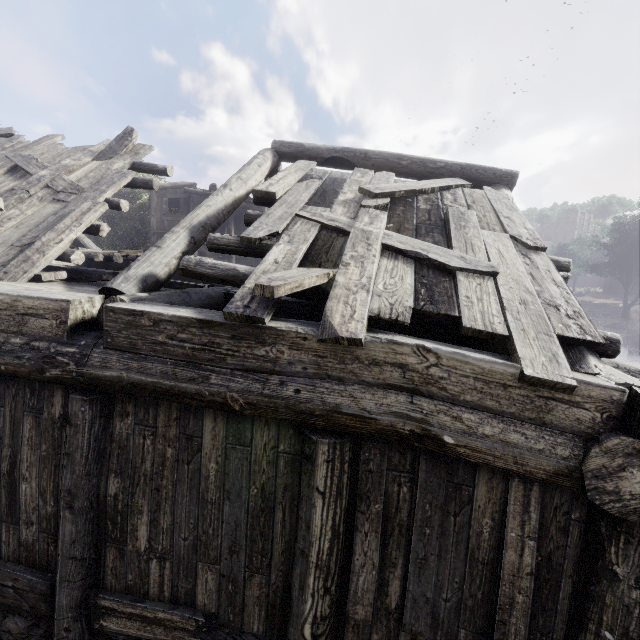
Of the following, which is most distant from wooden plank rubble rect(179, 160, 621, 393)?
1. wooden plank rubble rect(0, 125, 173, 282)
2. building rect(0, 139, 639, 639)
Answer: wooden plank rubble rect(0, 125, 173, 282)

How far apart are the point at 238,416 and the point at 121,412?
1.2 meters

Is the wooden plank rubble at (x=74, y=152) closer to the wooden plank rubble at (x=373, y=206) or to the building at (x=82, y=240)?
the building at (x=82, y=240)

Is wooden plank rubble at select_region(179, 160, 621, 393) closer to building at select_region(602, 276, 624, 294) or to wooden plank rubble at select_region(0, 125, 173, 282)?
building at select_region(602, 276, 624, 294)

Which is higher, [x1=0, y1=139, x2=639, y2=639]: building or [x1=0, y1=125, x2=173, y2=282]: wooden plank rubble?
[x1=0, y1=125, x2=173, y2=282]: wooden plank rubble

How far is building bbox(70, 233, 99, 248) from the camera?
10.0 meters

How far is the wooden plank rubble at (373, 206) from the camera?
2.68m
